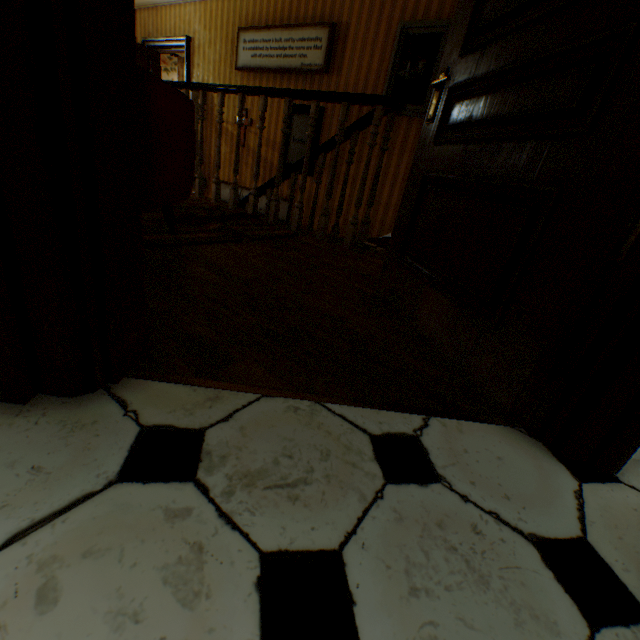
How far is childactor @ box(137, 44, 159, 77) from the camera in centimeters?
674cm

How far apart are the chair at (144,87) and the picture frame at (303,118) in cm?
351

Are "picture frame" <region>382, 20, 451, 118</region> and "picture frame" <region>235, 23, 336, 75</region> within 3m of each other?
yes

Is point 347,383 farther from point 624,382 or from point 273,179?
point 273,179

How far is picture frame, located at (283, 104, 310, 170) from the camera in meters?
5.2 m

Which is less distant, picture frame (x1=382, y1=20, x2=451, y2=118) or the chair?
the chair

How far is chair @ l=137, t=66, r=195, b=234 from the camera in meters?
1.4 m

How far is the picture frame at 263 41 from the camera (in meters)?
4.66
